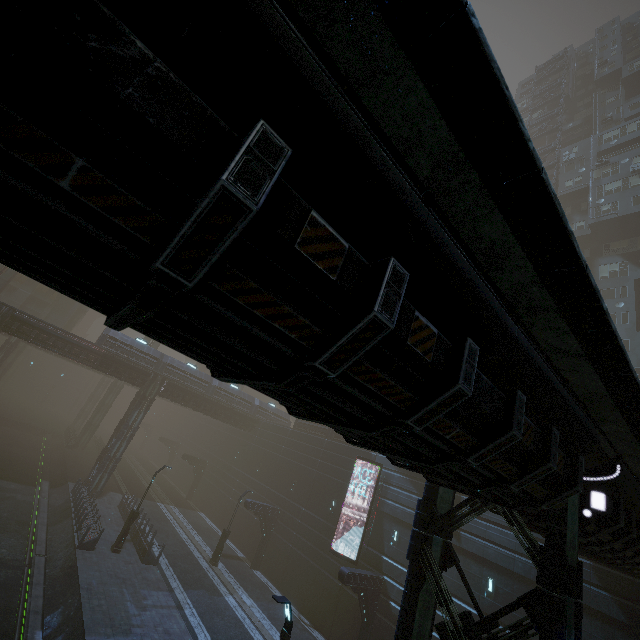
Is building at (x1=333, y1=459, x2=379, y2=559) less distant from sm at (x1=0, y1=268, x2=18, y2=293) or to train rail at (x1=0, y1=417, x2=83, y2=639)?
train rail at (x1=0, y1=417, x2=83, y2=639)

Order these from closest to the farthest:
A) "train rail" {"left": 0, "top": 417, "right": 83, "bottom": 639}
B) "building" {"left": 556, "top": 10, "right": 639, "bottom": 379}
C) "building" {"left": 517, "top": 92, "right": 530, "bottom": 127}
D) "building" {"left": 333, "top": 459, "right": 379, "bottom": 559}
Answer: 1. "train rail" {"left": 0, "top": 417, "right": 83, "bottom": 639}
2. "building" {"left": 333, "top": 459, "right": 379, "bottom": 559}
3. "building" {"left": 556, "top": 10, "right": 639, "bottom": 379}
4. "building" {"left": 517, "top": 92, "right": 530, "bottom": 127}

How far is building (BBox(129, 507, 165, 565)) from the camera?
21.5m

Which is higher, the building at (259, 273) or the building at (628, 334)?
the building at (628, 334)

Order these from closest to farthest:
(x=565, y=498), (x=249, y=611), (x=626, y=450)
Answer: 1. (x=565, y=498)
2. (x=626, y=450)
3. (x=249, y=611)
